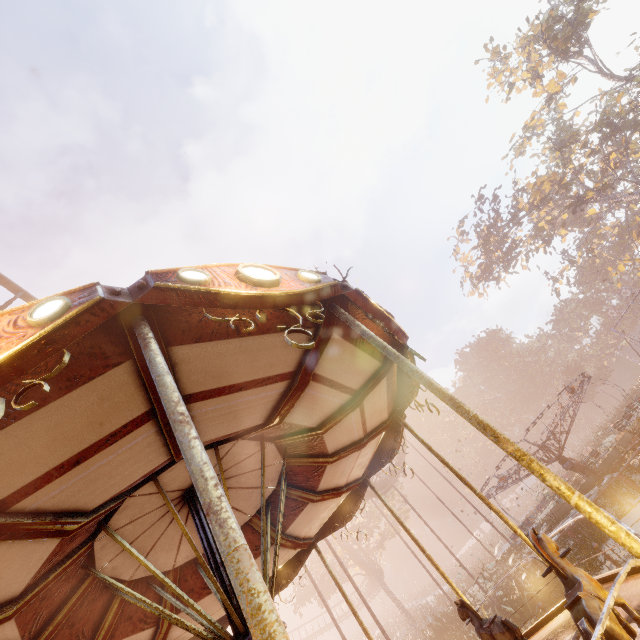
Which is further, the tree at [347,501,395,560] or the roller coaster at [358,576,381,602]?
the roller coaster at [358,576,381,602]

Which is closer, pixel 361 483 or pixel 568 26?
pixel 361 483

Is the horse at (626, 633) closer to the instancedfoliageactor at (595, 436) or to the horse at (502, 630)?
the horse at (502, 630)

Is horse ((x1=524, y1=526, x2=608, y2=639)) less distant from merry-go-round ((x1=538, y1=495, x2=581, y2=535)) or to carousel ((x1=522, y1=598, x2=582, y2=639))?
carousel ((x1=522, y1=598, x2=582, y2=639))

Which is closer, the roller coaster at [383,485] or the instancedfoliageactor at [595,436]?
the roller coaster at [383,485]

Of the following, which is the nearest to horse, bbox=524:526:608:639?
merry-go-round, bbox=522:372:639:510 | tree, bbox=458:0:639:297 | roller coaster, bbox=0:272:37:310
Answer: roller coaster, bbox=0:272:37:310

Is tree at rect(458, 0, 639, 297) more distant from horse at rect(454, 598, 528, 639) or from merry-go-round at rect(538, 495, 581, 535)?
horse at rect(454, 598, 528, 639)

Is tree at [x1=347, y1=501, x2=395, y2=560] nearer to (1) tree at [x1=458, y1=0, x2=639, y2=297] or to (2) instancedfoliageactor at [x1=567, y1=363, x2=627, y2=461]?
(2) instancedfoliageactor at [x1=567, y1=363, x2=627, y2=461]
